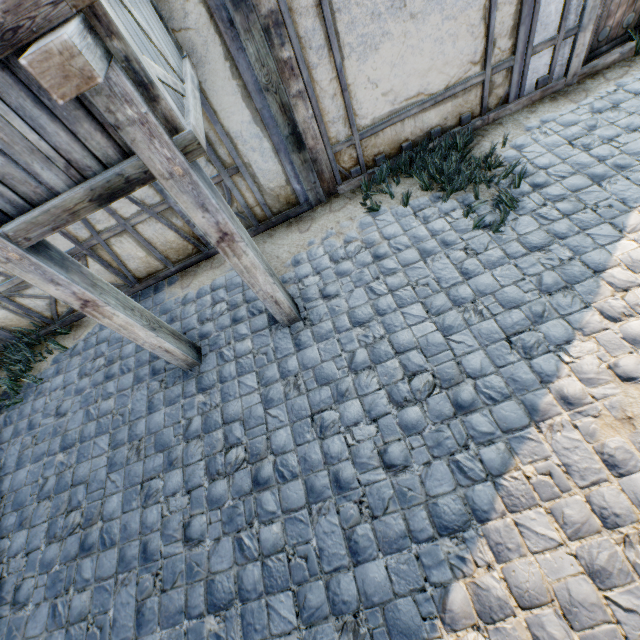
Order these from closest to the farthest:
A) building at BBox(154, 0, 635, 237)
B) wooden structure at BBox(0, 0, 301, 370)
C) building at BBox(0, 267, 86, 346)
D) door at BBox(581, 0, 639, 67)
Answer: wooden structure at BBox(0, 0, 301, 370) → building at BBox(154, 0, 635, 237) → door at BBox(581, 0, 639, 67) → building at BBox(0, 267, 86, 346)

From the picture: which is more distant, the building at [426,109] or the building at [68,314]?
the building at [68,314]

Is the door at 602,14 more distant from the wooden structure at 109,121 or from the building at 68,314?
the wooden structure at 109,121

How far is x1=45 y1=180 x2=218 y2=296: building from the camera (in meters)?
4.13

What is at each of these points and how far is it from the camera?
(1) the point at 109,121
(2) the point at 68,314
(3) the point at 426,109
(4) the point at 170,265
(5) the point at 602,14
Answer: (1) wooden structure, 1.9m
(2) building, 5.2m
(3) building, 4.2m
(4) building, 5.0m
(5) door, 3.9m

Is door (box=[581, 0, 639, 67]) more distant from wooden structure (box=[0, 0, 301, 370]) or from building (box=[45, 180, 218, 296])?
wooden structure (box=[0, 0, 301, 370])

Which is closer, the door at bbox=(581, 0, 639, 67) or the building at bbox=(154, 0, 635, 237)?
the building at bbox=(154, 0, 635, 237)
